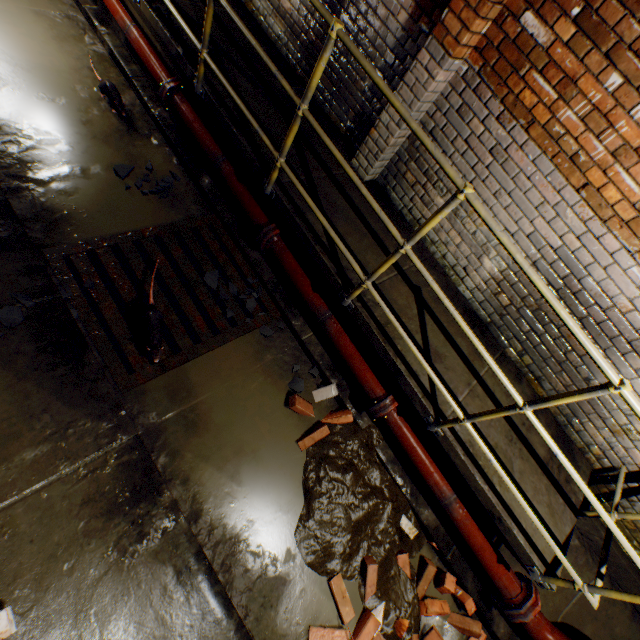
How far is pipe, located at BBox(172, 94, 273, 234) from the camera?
3.30m

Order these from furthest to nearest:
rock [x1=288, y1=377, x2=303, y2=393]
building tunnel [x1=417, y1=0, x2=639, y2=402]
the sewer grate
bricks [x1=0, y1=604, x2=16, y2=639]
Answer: rock [x1=288, y1=377, x2=303, y2=393] < the sewer grate < building tunnel [x1=417, y1=0, x2=639, y2=402] < bricks [x1=0, y1=604, x2=16, y2=639]

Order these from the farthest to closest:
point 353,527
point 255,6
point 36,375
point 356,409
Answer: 1. point 255,6
2. point 356,409
3. point 353,527
4. point 36,375

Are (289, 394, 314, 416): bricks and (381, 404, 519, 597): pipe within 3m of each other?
yes

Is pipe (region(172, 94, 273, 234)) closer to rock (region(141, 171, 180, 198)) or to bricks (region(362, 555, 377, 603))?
rock (region(141, 171, 180, 198))

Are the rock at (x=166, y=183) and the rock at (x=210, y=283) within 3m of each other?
yes

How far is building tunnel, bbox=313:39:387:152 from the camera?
3.3 meters

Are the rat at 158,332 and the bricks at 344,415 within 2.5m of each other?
yes
